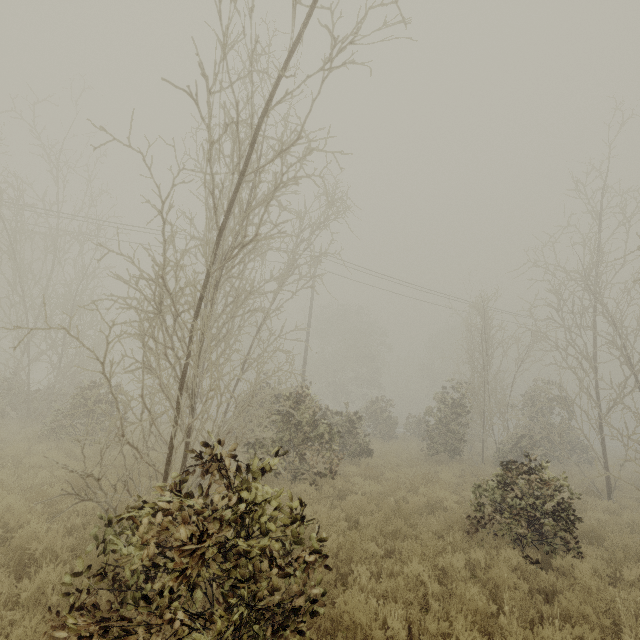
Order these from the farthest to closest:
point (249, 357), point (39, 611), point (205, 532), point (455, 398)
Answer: point (455, 398), point (249, 357), point (39, 611), point (205, 532)
